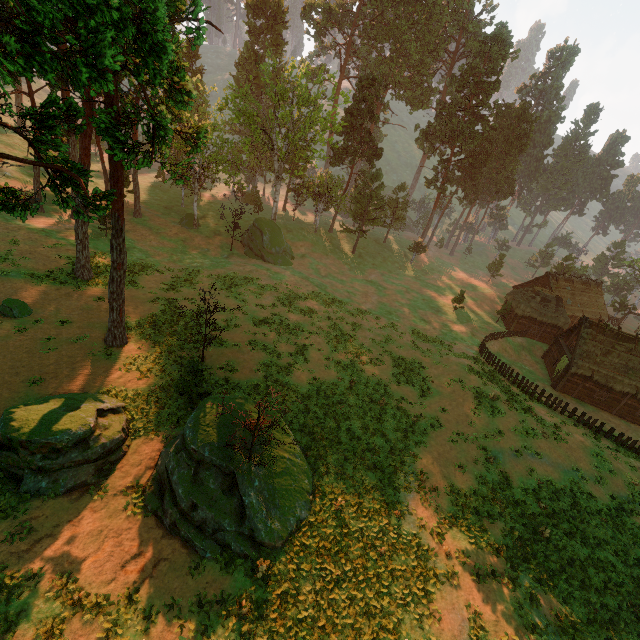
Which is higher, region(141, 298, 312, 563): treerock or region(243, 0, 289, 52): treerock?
region(243, 0, 289, 52): treerock

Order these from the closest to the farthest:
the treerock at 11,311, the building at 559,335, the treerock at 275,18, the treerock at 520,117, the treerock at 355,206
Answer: the treerock at 355,206
the treerock at 11,311
the building at 559,335
the treerock at 275,18
the treerock at 520,117

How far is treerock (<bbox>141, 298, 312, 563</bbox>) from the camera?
13.56m

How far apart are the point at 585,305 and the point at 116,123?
64.33m

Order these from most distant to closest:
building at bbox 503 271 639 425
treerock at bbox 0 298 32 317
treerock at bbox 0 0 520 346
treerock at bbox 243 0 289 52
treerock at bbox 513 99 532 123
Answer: treerock at bbox 513 99 532 123
treerock at bbox 243 0 289 52
building at bbox 503 271 639 425
treerock at bbox 0 298 32 317
treerock at bbox 0 0 520 346

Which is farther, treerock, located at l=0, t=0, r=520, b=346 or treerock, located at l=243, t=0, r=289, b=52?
treerock, located at l=243, t=0, r=289, b=52

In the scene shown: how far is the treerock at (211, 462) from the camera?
13.6m
